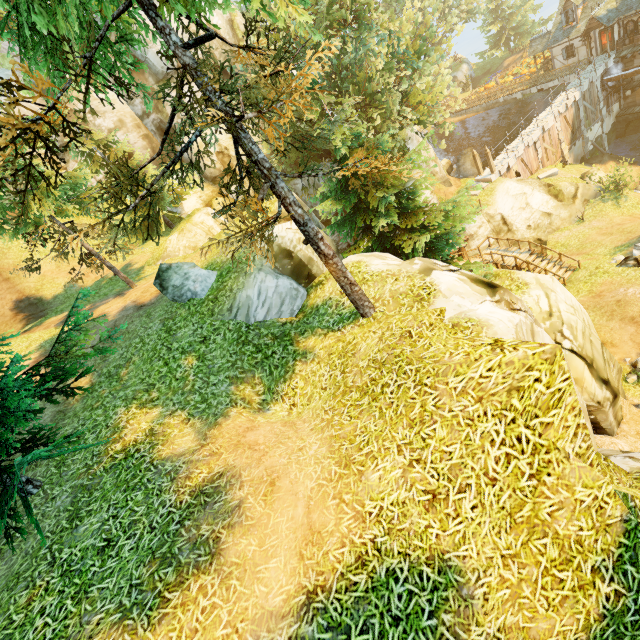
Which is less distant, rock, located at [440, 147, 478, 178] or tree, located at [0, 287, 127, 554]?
tree, located at [0, 287, 127, 554]

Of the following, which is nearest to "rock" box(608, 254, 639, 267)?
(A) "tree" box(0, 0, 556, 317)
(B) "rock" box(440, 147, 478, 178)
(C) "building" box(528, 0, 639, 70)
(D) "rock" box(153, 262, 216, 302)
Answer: (A) "tree" box(0, 0, 556, 317)

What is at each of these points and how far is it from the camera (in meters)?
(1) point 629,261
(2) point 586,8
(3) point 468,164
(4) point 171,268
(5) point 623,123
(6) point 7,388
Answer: (1) rock, 18.56
(2) building, 32.53
(3) rock, 43.56
(4) rock, 11.30
(5) stone arch, 35.09
(6) tree, 6.04

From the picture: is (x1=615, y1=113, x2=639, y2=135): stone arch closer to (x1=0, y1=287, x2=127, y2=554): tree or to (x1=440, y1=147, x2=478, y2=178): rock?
(x1=440, y1=147, x2=478, y2=178): rock

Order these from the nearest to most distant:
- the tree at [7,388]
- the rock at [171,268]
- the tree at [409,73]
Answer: the tree at [409,73]
the tree at [7,388]
the rock at [171,268]

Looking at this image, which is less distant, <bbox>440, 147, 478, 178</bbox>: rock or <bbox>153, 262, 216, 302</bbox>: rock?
<bbox>153, 262, 216, 302</bbox>: rock

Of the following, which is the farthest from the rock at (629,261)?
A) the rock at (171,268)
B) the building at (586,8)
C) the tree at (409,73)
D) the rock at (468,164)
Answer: the rock at (468,164)

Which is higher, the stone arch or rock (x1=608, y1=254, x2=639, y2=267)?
rock (x1=608, y1=254, x2=639, y2=267)
